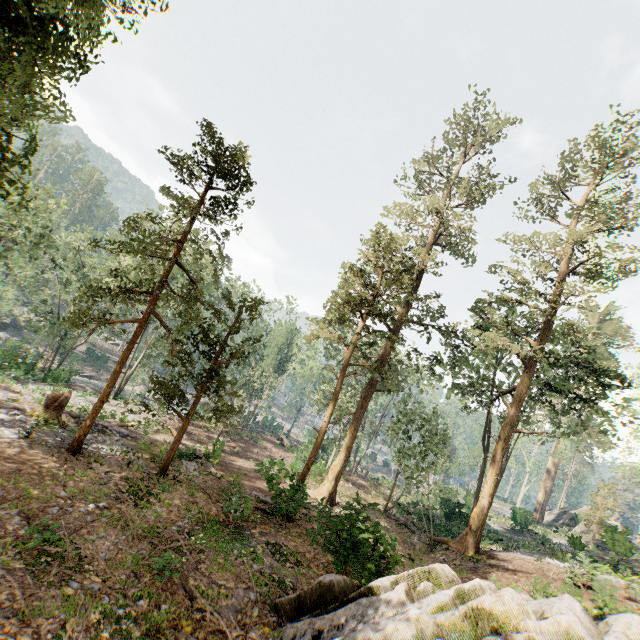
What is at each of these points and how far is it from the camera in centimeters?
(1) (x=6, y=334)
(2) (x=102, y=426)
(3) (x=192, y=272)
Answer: (1) rock, 5156cm
(2) ground embankment, 1934cm
(3) foliage, 3575cm

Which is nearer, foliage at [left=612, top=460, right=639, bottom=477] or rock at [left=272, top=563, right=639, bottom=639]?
rock at [left=272, top=563, right=639, bottom=639]

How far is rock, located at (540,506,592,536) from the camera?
39.5m

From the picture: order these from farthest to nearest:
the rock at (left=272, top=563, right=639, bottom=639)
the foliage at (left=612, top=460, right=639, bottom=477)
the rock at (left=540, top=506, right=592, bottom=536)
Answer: the rock at (left=540, top=506, right=592, bottom=536) → the foliage at (left=612, top=460, right=639, bottom=477) → the rock at (left=272, top=563, right=639, bottom=639)

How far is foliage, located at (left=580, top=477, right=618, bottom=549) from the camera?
32.31m

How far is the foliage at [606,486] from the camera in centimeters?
3231cm

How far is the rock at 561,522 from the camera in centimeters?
3953cm

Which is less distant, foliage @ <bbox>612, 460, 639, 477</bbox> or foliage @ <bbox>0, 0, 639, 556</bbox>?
foliage @ <bbox>0, 0, 639, 556</bbox>
